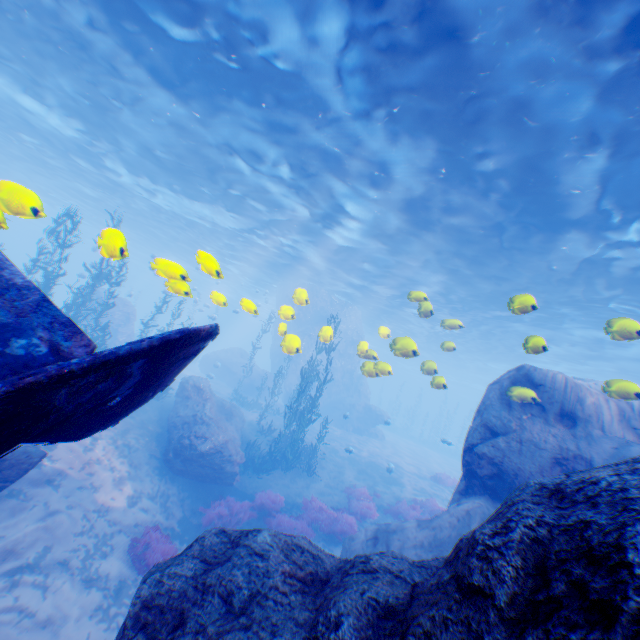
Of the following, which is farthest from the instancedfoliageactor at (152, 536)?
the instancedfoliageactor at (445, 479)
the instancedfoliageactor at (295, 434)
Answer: the instancedfoliageactor at (445, 479)

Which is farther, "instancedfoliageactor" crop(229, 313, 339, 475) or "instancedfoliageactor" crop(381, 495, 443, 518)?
"instancedfoliageactor" crop(229, 313, 339, 475)

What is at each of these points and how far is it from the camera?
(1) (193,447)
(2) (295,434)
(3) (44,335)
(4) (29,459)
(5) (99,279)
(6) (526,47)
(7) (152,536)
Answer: (1) rock, 12.59m
(2) instancedfoliageactor, 17.17m
(3) plane, 2.73m
(4) rock, 7.12m
(5) instancedfoliageactor, 16.25m
(6) light, 7.34m
(7) instancedfoliageactor, 9.06m

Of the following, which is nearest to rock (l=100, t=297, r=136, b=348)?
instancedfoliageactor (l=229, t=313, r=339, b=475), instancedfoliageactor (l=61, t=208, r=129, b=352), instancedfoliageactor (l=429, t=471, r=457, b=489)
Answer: instancedfoliageactor (l=61, t=208, r=129, b=352)

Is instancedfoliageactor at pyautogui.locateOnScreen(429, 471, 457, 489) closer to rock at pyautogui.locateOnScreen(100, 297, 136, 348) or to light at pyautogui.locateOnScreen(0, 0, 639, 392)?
rock at pyautogui.locateOnScreen(100, 297, 136, 348)

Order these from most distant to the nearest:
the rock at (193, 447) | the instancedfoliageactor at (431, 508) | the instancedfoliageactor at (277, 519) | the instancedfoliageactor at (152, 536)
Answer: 1. the instancedfoliageactor at (431, 508)
2. the rock at (193, 447)
3. the instancedfoliageactor at (277, 519)
4. the instancedfoliageactor at (152, 536)

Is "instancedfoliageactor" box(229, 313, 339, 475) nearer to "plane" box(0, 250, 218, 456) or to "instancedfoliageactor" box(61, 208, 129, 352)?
"instancedfoliageactor" box(61, 208, 129, 352)

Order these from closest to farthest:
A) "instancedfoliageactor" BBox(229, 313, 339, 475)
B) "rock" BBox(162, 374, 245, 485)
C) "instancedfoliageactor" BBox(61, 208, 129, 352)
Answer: "instancedfoliageactor" BBox(61, 208, 129, 352) → "rock" BBox(162, 374, 245, 485) → "instancedfoliageactor" BBox(229, 313, 339, 475)
